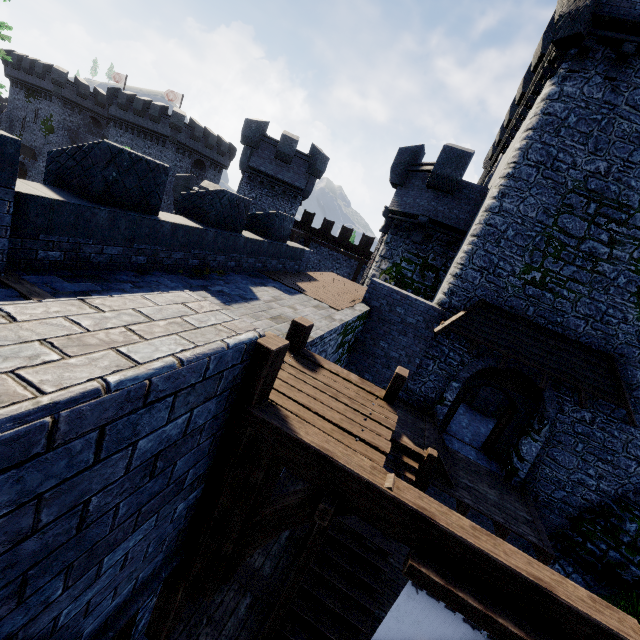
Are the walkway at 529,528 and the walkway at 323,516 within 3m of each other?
no

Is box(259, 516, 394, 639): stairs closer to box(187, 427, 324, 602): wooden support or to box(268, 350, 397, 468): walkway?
box(268, 350, 397, 468): walkway

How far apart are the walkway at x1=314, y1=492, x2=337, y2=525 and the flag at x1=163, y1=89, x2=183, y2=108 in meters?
57.2

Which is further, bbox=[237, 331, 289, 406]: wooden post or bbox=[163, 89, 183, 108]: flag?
bbox=[163, 89, 183, 108]: flag

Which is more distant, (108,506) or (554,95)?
(554,95)

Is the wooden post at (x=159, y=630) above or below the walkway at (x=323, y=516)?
below

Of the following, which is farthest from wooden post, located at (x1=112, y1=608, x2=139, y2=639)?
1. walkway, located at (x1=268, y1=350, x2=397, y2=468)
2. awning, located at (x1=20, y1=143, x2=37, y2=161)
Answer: awning, located at (x1=20, y1=143, x2=37, y2=161)

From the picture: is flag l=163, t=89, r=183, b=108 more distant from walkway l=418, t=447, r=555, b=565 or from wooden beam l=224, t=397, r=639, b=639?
wooden beam l=224, t=397, r=639, b=639
